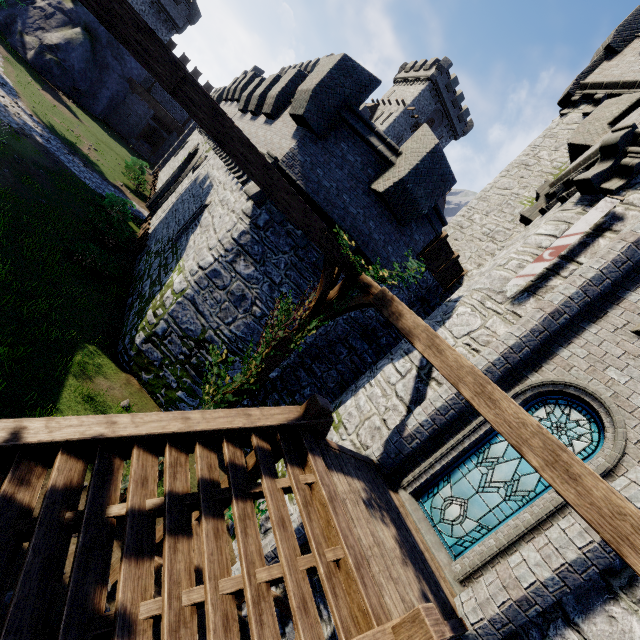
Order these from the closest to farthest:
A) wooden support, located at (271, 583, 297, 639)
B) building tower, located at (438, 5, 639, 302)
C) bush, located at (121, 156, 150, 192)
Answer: wooden support, located at (271, 583, 297, 639) < building tower, located at (438, 5, 639, 302) < bush, located at (121, 156, 150, 192)

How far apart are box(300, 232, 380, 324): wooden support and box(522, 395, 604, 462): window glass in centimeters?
327cm

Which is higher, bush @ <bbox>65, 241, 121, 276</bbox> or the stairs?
the stairs

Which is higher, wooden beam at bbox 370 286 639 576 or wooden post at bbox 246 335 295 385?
wooden beam at bbox 370 286 639 576

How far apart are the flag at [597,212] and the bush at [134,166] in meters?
31.9

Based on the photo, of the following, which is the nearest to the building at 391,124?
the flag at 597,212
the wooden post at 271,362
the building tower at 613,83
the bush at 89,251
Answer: the building tower at 613,83

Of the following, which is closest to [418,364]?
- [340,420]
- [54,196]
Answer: [340,420]

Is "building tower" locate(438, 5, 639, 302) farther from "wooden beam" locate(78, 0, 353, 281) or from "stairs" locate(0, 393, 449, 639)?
"stairs" locate(0, 393, 449, 639)
